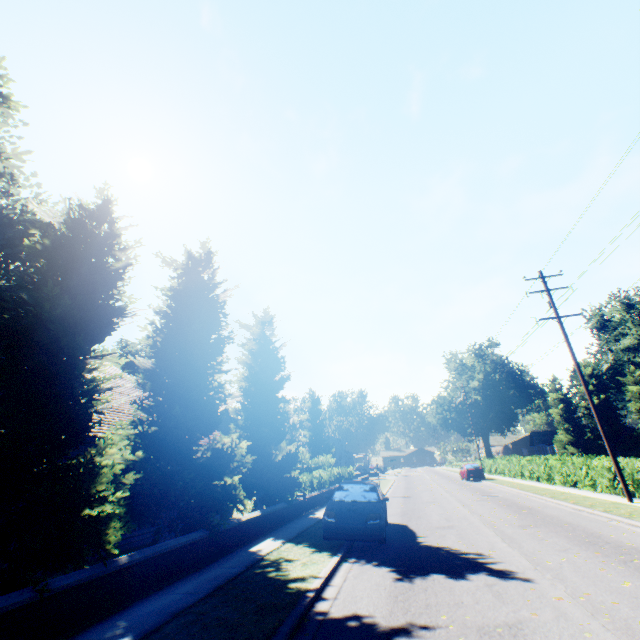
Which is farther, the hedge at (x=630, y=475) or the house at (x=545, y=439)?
the house at (x=545, y=439)

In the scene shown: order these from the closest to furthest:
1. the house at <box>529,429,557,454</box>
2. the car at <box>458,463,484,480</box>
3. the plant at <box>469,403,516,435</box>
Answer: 1. the car at <box>458,463,484,480</box>
2. the house at <box>529,429,557,454</box>
3. the plant at <box>469,403,516,435</box>

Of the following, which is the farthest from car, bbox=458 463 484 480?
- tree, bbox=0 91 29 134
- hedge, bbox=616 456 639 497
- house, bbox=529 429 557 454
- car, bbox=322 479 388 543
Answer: car, bbox=322 479 388 543

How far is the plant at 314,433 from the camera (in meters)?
57.34

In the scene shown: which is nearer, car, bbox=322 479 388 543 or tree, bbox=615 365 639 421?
car, bbox=322 479 388 543

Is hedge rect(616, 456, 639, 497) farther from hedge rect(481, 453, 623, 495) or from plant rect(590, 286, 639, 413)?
plant rect(590, 286, 639, 413)

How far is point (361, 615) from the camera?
5.2 meters

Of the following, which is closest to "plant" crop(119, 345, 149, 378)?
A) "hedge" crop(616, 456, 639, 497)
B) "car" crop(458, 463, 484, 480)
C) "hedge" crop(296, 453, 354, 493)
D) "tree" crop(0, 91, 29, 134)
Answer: "tree" crop(0, 91, 29, 134)
